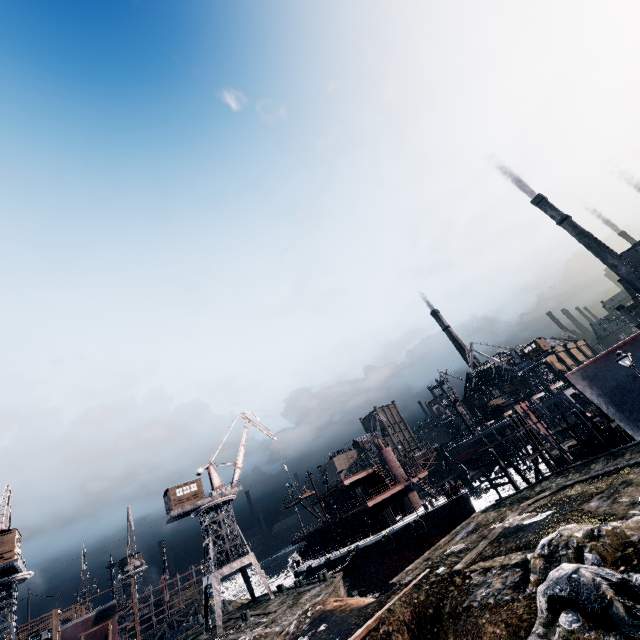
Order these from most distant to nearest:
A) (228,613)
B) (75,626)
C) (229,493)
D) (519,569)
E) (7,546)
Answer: (228,613)
(229,493)
(75,626)
(7,546)
(519,569)

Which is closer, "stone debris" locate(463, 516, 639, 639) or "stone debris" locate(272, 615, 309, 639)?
"stone debris" locate(463, 516, 639, 639)

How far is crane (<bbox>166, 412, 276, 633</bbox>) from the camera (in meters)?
40.94

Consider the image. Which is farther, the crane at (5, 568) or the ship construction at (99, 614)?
the ship construction at (99, 614)

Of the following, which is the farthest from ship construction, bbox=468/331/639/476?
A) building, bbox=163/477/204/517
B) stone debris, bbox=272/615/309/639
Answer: building, bbox=163/477/204/517

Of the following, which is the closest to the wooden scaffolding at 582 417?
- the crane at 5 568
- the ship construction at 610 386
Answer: the ship construction at 610 386

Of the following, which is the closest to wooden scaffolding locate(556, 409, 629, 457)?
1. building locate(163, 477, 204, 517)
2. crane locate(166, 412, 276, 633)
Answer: crane locate(166, 412, 276, 633)

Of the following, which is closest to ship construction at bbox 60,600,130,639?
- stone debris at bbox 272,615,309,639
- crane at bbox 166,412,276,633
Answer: crane at bbox 166,412,276,633
